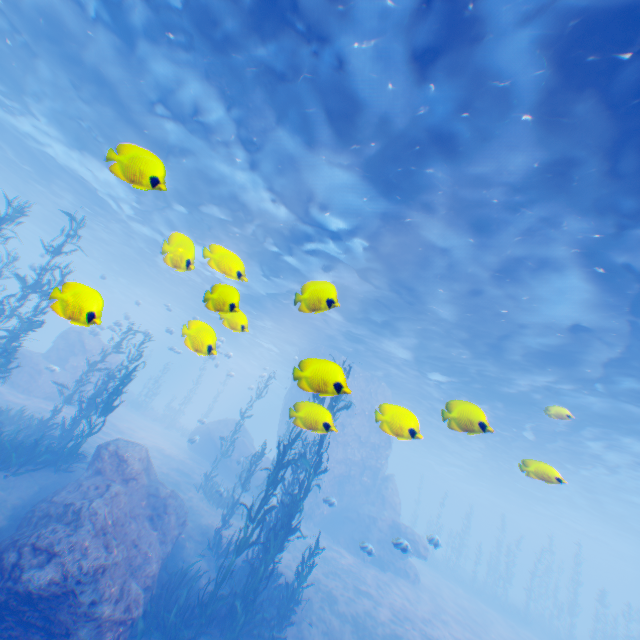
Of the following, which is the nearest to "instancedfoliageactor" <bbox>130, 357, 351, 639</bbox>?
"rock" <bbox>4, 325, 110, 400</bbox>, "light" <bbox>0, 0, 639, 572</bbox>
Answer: "rock" <bbox>4, 325, 110, 400</bbox>

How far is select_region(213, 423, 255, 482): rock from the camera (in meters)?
23.14

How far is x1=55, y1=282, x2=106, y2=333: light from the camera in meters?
3.0

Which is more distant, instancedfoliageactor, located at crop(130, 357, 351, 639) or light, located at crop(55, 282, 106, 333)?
instancedfoliageactor, located at crop(130, 357, 351, 639)

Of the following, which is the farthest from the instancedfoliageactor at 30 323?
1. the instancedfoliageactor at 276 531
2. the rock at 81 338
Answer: the instancedfoliageactor at 276 531

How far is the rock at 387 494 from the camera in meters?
21.2

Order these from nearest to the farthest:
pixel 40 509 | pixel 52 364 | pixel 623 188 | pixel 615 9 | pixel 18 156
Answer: pixel 615 9 < pixel 623 188 < pixel 40 509 < pixel 52 364 < pixel 18 156

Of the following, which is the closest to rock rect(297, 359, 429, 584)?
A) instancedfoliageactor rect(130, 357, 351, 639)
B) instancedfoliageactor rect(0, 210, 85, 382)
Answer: instancedfoliageactor rect(0, 210, 85, 382)
